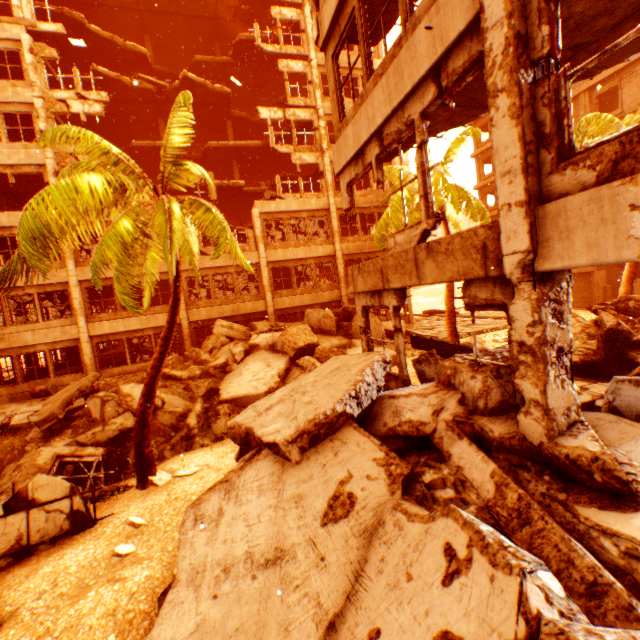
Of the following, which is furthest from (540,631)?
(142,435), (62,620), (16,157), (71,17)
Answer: (71,17)

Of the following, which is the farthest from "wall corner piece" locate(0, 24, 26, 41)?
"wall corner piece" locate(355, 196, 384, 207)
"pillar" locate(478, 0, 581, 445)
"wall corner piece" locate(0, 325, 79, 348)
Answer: "wall corner piece" locate(355, 196, 384, 207)

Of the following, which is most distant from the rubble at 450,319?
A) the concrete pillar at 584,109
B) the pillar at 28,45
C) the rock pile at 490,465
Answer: the concrete pillar at 584,109

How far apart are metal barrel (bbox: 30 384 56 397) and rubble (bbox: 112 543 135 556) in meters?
15.6

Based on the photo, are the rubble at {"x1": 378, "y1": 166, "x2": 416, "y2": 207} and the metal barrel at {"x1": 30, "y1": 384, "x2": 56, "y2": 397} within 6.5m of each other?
no

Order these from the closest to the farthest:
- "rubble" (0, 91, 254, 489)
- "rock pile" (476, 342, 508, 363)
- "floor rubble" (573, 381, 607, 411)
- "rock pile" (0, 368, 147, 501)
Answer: "rock pile" (476, 342, 508, 363)
"floor rubble" (573, 381, 607, 411)
"rubble" (0, 91, 254, 489)
"rock pile" (0, 368, 147, 501)

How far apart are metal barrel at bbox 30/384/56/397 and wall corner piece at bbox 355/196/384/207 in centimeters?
1871cm

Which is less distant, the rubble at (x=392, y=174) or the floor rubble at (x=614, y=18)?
the floor rubble at (x=614, y=18)
